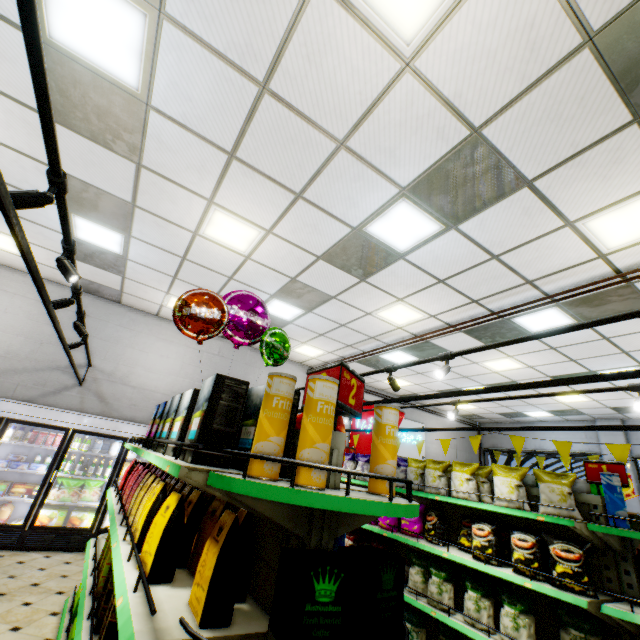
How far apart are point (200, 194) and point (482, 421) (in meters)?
14.83

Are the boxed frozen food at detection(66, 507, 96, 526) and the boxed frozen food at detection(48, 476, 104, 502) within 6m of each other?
yes

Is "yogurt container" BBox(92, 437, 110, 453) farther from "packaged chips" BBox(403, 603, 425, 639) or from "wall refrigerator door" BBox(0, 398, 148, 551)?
"packaged chips" BBox(403, 603, 425, 639)

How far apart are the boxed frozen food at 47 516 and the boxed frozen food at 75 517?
0.1m

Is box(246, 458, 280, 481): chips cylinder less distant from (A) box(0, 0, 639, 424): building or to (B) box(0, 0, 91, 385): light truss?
(B) box(0, 0, 91, 385): light truss

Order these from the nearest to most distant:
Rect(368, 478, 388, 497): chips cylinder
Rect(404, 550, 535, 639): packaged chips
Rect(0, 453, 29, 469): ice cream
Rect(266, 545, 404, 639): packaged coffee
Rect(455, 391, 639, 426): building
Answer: Rect(266, 545, 404, 639): packaged coffee, Rect(368, 478, 388, 497): chips cylinder, Rect(404, 550, 535, 639): packaged chips, Rect(0, 453, 29, 469): ice cream, Rect(455, 391, 639, 426): building

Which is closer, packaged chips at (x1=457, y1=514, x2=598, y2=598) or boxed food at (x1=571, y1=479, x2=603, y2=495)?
packaged chips at (x1=457, y1=514, x2=598, y2=598)

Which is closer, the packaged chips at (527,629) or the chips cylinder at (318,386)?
the chips cylinder at (318,386)
